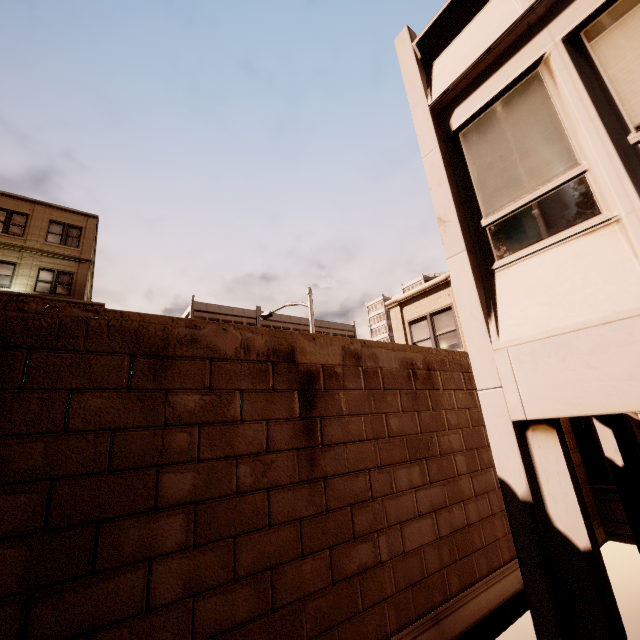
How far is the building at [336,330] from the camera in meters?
39.3

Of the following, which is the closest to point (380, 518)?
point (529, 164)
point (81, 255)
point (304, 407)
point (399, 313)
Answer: point (304, 407)

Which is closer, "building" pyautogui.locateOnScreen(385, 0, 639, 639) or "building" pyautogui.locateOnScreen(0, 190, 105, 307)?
"building" pyautogui.locateOnScreen(385, 0, 639, 639)

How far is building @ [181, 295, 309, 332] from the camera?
31.3m

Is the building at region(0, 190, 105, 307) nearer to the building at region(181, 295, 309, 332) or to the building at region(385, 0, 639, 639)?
the building at region(181, 295, 309, 332)

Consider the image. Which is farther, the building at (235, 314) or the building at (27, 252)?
the building at (235, 314)

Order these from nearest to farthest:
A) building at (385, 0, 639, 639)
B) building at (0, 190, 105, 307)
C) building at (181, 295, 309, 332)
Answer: building at (385, 0, 639, 639)
building at (0, 190, 105, 307)
building at (181, 295, 309, 332)
